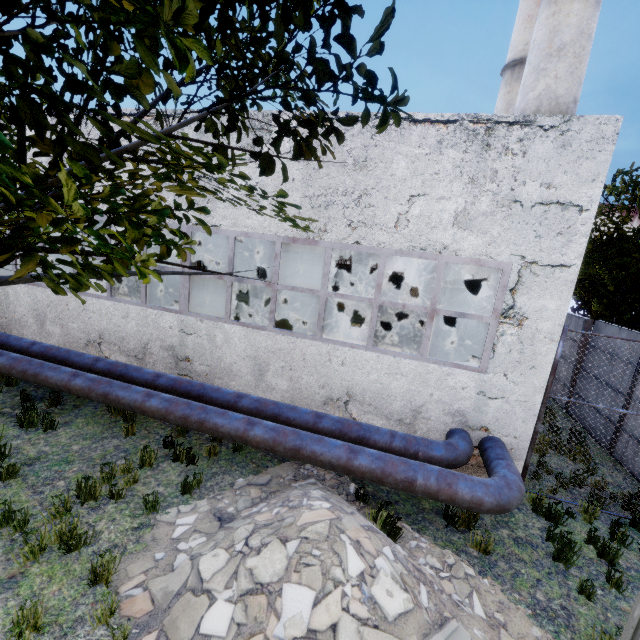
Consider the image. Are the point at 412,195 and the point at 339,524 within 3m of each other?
no

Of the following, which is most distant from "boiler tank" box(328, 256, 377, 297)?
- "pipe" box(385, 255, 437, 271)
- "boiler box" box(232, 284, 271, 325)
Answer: "pipe" box(385, 255, 437, 271)

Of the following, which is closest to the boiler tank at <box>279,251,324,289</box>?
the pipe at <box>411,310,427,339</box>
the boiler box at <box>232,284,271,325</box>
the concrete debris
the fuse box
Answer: the pipe at <box>411,310,427,339</box>

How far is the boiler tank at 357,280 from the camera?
17.8m

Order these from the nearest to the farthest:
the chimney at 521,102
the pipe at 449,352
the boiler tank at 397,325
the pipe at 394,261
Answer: the pipe at 449,352, the chimney at 521,102, the boiler tank at 397,325, the pipe at 394,261

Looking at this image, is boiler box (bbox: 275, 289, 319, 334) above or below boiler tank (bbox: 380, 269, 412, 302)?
below

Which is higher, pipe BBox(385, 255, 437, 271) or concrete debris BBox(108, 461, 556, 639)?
pipe BBox(385, 255, 437, 271)

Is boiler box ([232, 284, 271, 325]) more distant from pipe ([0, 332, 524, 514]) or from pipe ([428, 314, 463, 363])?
pipe ([428, 314, 463, 363])
